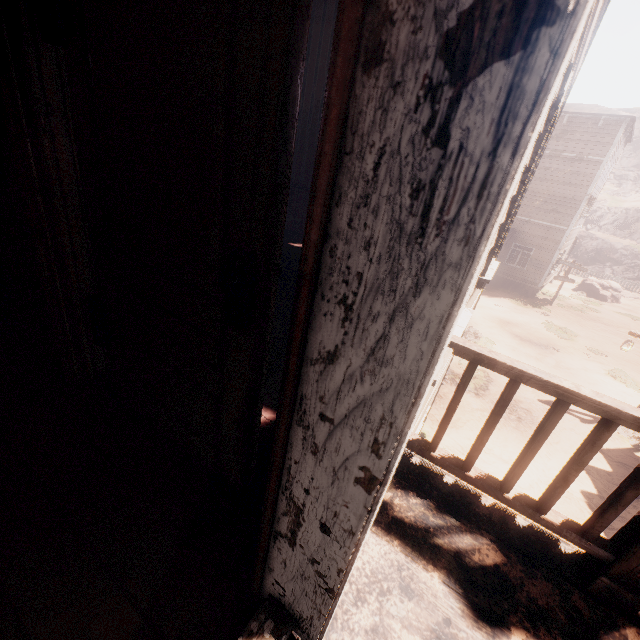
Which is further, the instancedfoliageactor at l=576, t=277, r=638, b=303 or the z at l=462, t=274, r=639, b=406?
the instancedfoliageactor at l=576, t=277, r=638, b=303

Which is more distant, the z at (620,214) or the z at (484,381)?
the z at (620,214)

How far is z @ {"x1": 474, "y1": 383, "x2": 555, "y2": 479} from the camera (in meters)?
8.66

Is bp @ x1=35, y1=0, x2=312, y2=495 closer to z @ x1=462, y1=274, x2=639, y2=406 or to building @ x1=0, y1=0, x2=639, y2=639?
building @ x1=0, y1=0, x2=639, y2=639

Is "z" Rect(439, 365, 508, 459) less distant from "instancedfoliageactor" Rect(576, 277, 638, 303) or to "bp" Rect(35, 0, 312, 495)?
→ "instancedfoliageactor" Rect(576, 277, 638, 303)

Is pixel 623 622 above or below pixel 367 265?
below

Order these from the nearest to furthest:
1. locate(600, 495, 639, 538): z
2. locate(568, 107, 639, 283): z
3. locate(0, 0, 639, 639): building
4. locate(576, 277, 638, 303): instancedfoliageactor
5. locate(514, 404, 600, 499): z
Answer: locate(0, 0, 639, 639): building < locate(600, 495, 639, 538): z < locate(514, 404, 600, 499): z < locate(576, 277, 638, 303): instancedfoliageactor < locate(568, 107, 639, 283): z

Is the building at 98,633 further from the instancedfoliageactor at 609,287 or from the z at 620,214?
the instancedfoliageactor at 609,287
